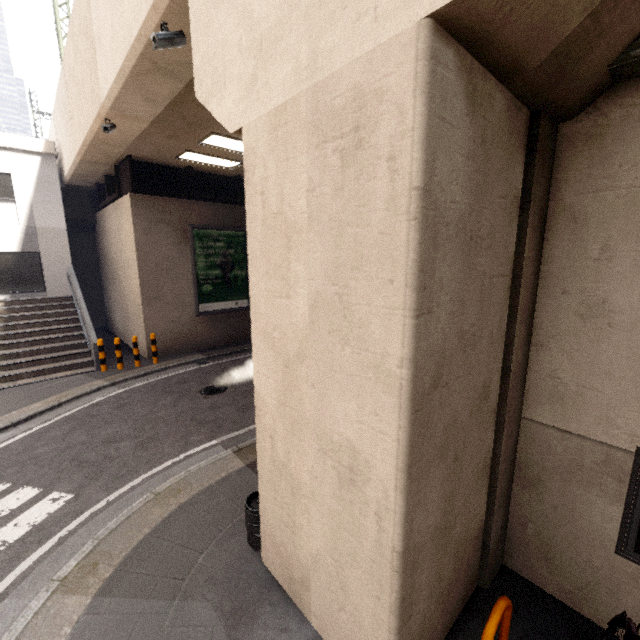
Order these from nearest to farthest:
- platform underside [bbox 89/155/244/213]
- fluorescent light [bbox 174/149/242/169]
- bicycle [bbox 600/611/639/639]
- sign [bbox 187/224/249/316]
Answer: bicycle [bbox 600/611/639/639] < fluorescent light [bbox 174/149/242/169] < platform underside [bbox 89/155/244/213] < sign [bbox 187/224/249/316]

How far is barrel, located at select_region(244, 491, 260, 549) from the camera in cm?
412

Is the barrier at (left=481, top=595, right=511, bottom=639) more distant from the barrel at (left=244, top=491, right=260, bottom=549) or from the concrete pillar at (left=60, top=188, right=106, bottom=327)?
the concrete pillar at (left=60, top=188, right=106, bottom=327)

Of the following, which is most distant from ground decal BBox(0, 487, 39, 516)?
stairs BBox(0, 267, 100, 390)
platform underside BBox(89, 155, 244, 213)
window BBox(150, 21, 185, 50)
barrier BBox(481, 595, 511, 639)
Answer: platform underside BBox(89, 155, 244, 213)

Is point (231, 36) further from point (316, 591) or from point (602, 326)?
point (316, 591)

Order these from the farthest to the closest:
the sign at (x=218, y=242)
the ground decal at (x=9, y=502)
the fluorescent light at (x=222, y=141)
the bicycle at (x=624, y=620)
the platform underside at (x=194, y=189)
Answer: the sign at (x=218, y=242), the platform underside at (x=194, y=189), the fluorescent light at (x=222, y=141), the ground decal at (x=9, y=502), the bicycle at (x=624, y=620)

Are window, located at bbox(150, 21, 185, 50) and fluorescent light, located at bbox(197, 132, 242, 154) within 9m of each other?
yes

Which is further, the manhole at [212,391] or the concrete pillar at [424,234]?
the manhole at [212,391]
